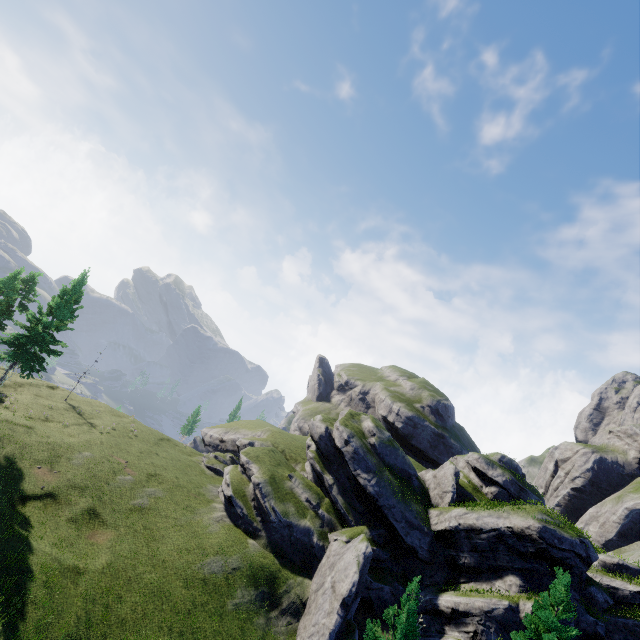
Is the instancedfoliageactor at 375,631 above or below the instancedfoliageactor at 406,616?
below

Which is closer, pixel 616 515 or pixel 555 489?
pixel 616 515

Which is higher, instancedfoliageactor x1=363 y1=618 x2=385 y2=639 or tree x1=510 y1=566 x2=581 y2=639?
tree x1=510 y1=566 x2=581 y2=639

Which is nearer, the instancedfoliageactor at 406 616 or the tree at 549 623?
the instancedfoliageactor at 406 616

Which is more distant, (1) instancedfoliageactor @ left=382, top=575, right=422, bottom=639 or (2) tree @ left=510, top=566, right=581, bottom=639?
(2) tree @ left=510, top=566, right=581, bottom=639

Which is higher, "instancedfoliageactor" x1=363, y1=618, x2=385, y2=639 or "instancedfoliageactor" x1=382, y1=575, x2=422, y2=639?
"instancedfoliageactor" x1=382, y1=575, x2=422, y2=639
